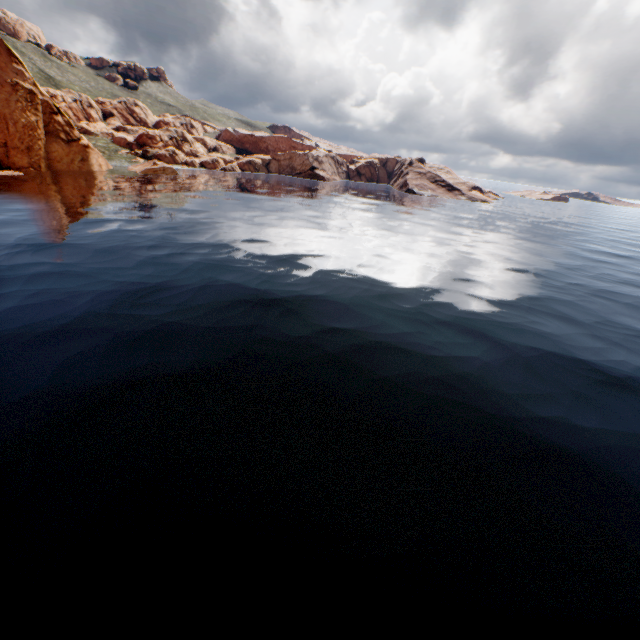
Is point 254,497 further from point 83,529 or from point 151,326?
point 151,326
